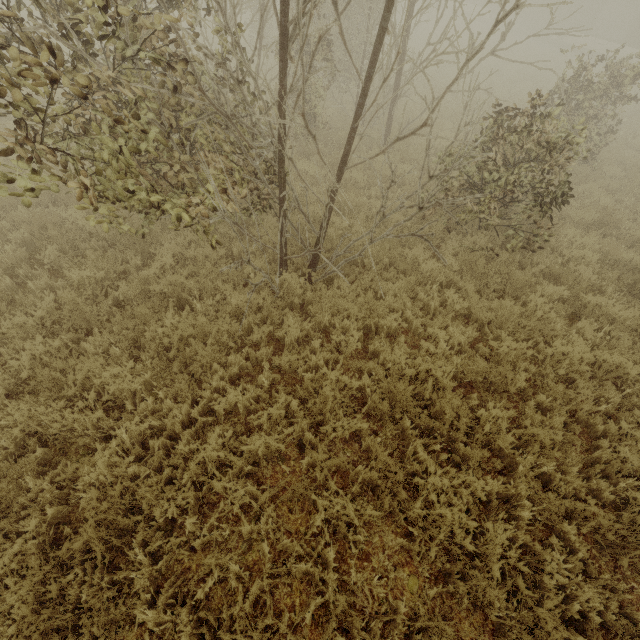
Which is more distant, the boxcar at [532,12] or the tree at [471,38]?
the boxcar at [532,12]

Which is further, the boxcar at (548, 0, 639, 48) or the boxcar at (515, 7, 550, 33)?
the boxcar at (515, 7, 550, 33)

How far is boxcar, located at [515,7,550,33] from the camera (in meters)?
26.25

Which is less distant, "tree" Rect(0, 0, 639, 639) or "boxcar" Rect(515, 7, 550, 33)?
"tree" Rect(0, 0, 639, 639)

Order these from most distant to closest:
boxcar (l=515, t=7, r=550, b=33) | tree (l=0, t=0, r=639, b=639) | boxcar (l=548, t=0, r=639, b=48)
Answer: boxcar (l=515, t=7, r=550, b=33), boxcar (l=548, t=0, r=639, b=48), tree (l=0, t=0, r=639, b=639)

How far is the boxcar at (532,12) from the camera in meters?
26.2 m

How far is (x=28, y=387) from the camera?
3.7 meters
